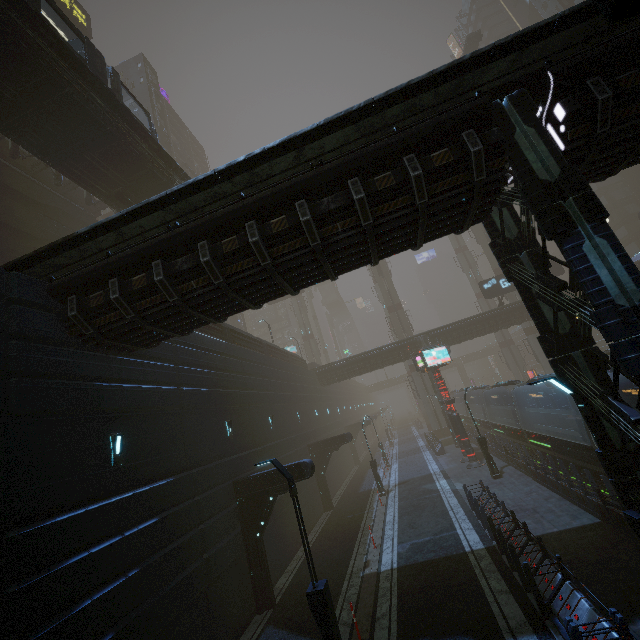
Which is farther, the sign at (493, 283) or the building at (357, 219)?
the sign at (493, 283)

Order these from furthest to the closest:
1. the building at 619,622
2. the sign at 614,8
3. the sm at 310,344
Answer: the sm at 310,344, the building at 619,622, the sign at 614,8

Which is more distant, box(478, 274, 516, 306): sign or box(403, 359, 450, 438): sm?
box(403, 359, 450, 438): sm

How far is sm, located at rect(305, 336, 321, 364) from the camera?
58.8 meters

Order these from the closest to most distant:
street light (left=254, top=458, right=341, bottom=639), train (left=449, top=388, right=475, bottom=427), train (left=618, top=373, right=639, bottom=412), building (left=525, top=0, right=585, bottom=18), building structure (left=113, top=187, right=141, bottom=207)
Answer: street light (left=254, top=458, right=341, bottom=639) → train (left=618, top=373, right=639, bottom=412) → building structure (left=113, top=187, right=141, bottom=207) → train (left=449, top=388, right=475, bottom=427) → building (left=525, top=0, right=585, bottom=18)

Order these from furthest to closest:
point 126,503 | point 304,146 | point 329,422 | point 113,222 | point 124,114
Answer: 1. point 329,422
2. point 124,114
3. point 126,503
4. point 113,222
5. point 304,146

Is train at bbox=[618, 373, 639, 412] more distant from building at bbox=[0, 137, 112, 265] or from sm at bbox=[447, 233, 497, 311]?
sm at bbox=[447, 233, 497, 311]

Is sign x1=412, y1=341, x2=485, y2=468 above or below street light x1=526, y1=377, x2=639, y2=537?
above
